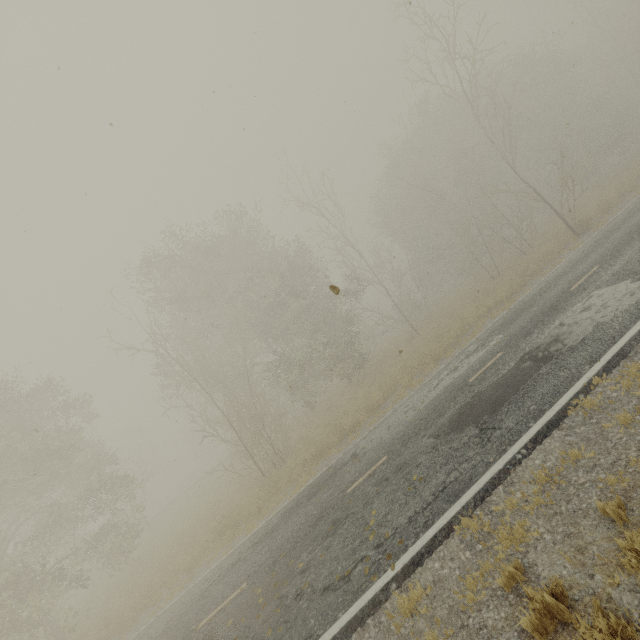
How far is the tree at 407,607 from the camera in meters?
4.8 m

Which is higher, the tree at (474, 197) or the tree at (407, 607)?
the tree at (474, 197)

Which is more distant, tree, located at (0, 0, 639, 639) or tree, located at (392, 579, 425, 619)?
tree, located at (0, 0, 639, 639)

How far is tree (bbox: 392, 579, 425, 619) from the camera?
4.75m

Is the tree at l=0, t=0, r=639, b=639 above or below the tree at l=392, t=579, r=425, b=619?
above

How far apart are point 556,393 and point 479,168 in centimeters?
1643cm
